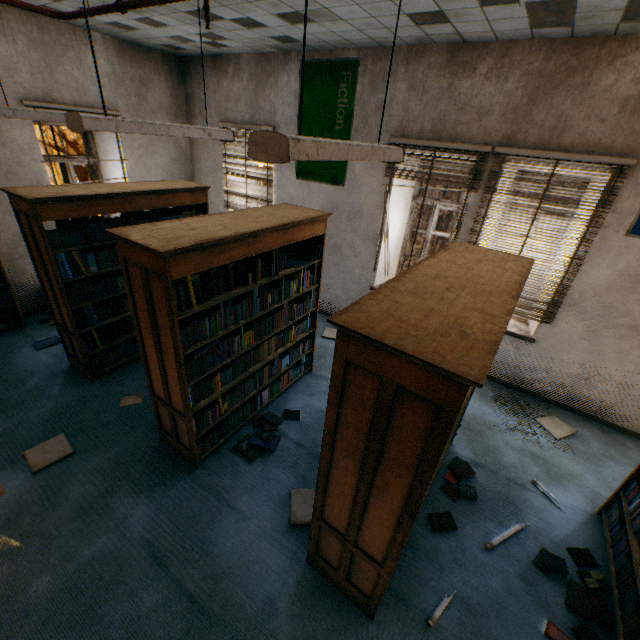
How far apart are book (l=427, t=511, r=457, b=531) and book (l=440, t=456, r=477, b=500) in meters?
0.2

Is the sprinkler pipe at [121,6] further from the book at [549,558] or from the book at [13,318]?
the book at [13,318]

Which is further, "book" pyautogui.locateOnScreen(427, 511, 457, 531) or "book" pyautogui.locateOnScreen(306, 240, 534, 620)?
"book" pyautogui.locateOnScreen(427, 511, 457, 531)

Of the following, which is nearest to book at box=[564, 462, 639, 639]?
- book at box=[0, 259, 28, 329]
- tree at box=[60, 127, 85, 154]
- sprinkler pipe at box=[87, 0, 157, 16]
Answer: sprinkler pipe at box=[87, 0, 157, 16]

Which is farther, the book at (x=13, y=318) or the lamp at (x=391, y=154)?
the book at (x=13, y=318)

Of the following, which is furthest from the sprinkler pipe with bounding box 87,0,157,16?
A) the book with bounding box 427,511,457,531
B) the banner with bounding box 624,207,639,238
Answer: the book with bounding box 427,511,457,531

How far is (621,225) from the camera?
3.4m

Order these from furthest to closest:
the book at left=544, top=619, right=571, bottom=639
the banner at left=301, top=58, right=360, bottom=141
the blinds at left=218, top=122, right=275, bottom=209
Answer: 1. the blinds at left=218, top=122, right=275, bottom=209
2. the banner at left=301, top=58, right=360, bottom=141
3. the book at left=544, top=619, right=571, bottom=639
